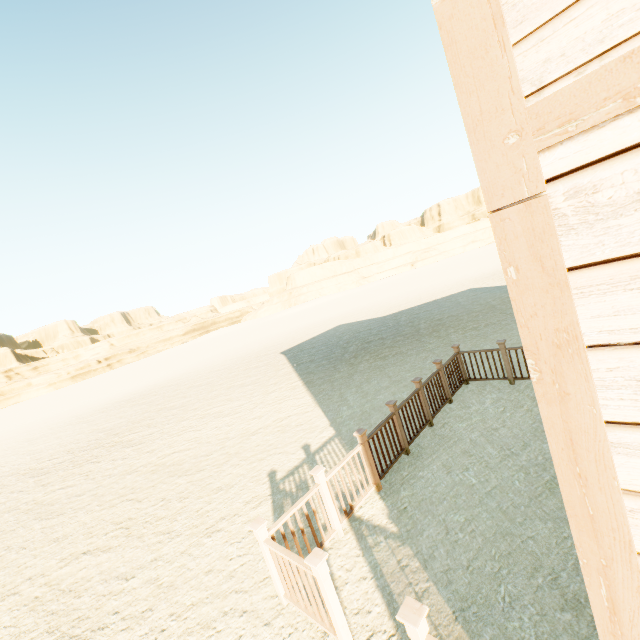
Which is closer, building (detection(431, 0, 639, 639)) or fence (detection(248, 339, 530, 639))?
building (detection(431, 0, 639, 639))

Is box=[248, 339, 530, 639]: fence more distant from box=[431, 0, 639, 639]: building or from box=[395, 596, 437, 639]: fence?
box=[395, 596, 437, 639]: fence

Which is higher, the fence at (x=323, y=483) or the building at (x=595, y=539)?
the building at (x=595, y=539)

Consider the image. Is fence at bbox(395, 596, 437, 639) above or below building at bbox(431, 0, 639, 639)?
below

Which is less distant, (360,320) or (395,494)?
(395,494)

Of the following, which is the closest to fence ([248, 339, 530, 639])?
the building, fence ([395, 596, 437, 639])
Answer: the building

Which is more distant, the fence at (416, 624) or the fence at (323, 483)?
the fence at (323, 483)
